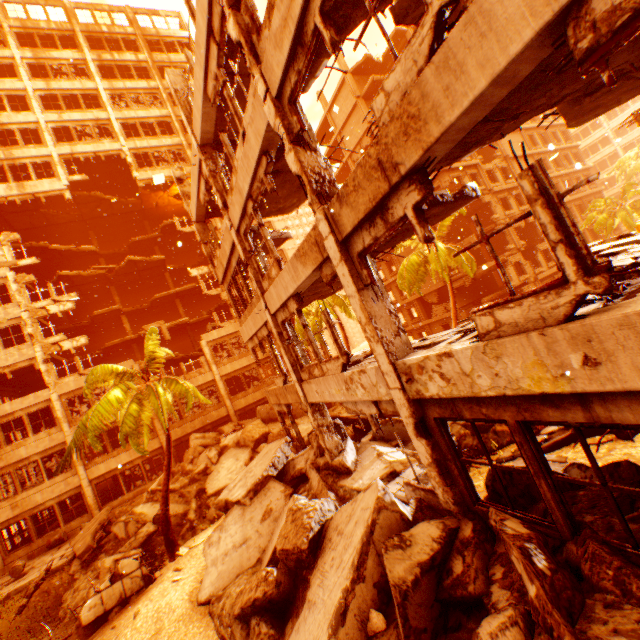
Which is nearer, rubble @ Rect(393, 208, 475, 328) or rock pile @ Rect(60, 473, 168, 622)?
rock pile @ Rect(60, 473, 168, 622)

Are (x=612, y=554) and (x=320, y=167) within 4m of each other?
no

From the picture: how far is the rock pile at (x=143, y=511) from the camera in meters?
12.9 m

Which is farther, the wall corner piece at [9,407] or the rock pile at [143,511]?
the wall corner piece at [9,407]

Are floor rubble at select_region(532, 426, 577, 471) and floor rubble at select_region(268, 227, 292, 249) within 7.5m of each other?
no

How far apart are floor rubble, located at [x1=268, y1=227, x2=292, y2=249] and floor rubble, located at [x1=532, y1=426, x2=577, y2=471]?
9.6m

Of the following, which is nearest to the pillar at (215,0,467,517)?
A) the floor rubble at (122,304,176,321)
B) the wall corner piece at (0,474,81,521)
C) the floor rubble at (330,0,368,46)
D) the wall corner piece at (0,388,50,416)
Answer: the floor rubble at (330,0,368,46)

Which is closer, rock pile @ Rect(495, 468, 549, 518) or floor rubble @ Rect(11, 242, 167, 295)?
rock pile @ Rect(495, 468, 549, 518)
